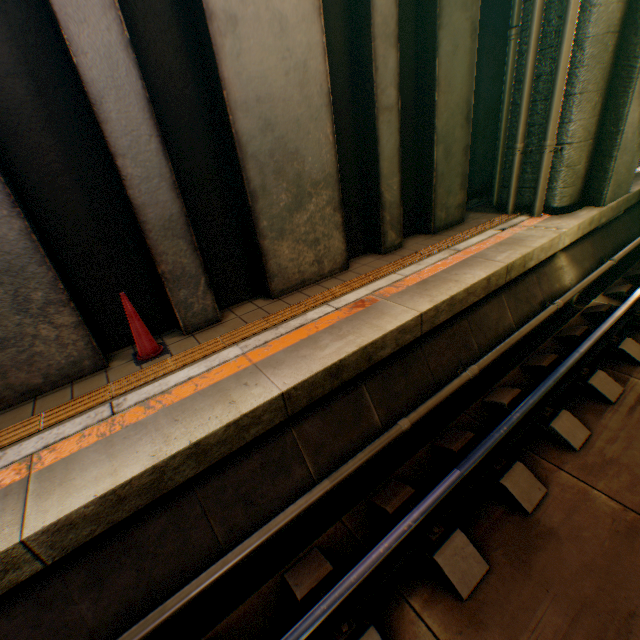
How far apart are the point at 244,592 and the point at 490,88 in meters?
10.3 m

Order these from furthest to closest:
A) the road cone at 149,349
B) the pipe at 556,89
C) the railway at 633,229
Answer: the pipe at 556,89 → the road cone at 149,349 → the railway at 633,229

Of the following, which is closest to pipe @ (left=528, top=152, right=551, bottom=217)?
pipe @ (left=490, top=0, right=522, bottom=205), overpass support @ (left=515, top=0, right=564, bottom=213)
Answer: overpass support @ (left=515, top=0, right=564, bottom=213)

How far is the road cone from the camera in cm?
367

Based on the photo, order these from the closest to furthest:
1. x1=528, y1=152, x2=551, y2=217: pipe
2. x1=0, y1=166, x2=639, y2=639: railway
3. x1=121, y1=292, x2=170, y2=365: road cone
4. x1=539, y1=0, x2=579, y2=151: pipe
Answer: x1=0, y1=166, x2=639, y2=639: railway
x1=121, y1=292, x2=170, y2=365: road cone
x1=539, y1=0, x2=579, y2=151: pipe
x1=528, y1=152, x2=551, y2=217: pipe

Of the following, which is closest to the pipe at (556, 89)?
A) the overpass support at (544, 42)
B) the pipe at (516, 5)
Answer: the overpass support at (544, 42)

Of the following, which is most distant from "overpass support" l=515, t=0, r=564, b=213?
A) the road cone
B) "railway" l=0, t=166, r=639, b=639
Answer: the road cone

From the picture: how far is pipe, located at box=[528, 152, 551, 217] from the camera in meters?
6.2
